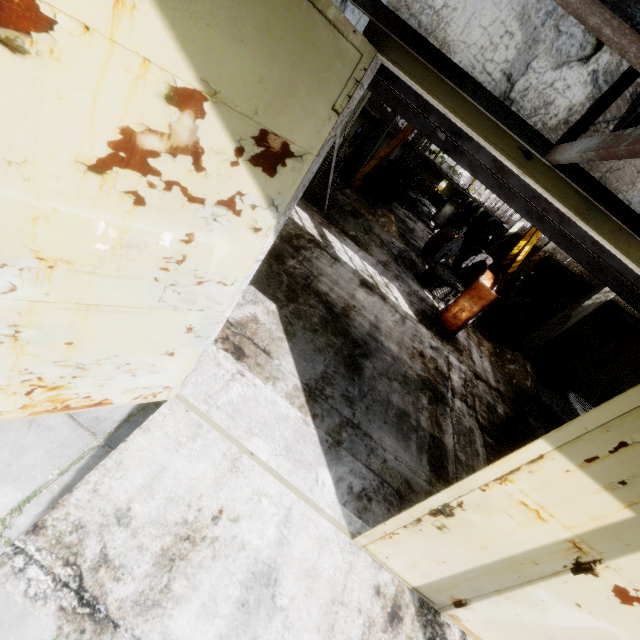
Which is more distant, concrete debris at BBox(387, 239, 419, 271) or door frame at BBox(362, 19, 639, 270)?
concrete debris at BBox(387, 239, 419, 271)

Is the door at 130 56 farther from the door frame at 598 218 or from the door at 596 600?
the door at 596 600

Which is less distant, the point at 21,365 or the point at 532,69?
the point at 532,69

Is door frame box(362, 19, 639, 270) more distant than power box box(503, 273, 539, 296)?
No

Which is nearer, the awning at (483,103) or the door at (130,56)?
the awning at (483,103)

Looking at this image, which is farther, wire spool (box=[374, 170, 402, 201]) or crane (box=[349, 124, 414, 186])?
wire spool (box=[374, 170, 402, 201])

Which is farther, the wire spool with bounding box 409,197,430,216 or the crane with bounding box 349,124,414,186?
the wire spool with bounding box 409,197,430,216

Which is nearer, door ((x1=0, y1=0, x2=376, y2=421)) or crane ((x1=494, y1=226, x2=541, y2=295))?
door ((x1=0, y1=0, x2=376, y2=421))
